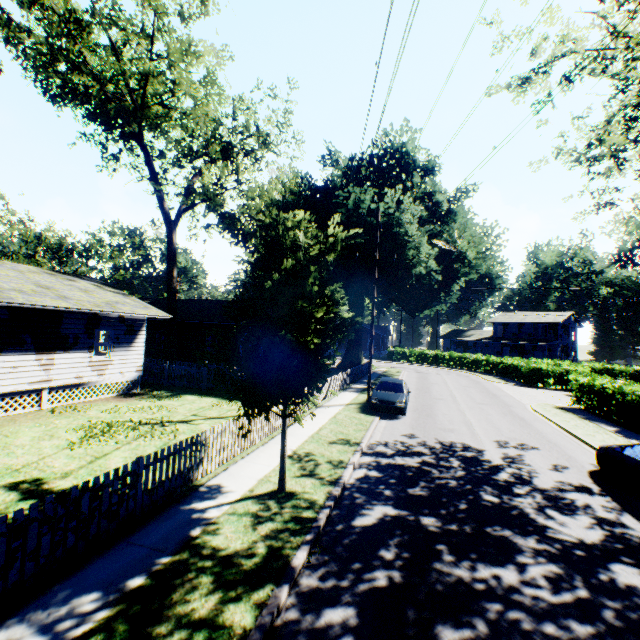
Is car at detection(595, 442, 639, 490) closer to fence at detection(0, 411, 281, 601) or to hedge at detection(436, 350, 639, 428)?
hedge at detection(436, 350, 639, 428)

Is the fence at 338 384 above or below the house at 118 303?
below

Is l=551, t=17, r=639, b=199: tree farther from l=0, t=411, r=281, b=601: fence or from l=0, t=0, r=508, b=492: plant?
l=0, t=411, r=281, b=601: fence

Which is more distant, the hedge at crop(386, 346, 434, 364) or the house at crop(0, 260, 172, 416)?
the hedge at crop(386, 346, 434, 364)

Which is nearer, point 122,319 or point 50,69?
point 122,319

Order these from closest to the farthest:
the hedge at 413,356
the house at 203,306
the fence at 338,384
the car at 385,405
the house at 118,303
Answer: the house at 118,303 → the car at 385,405 → the fence at 338,384 → the house at 203,306 → the hedge at 413,356

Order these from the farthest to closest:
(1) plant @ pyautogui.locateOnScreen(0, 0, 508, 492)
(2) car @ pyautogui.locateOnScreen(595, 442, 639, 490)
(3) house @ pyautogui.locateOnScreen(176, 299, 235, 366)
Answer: (3) house @ pyautogui.locateOnScreen(176, 299, 235, 366), (2) car @ pyautogui.locateOnScreen(595, 442, 639, 490), (1) plant @ pyautogui.locateOnScreen(0, 0, 508, 492)

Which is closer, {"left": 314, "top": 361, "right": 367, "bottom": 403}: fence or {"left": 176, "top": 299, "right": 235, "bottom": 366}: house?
{"left": 314, "top": 361, "right": 367, "bottom": 403}: fence
